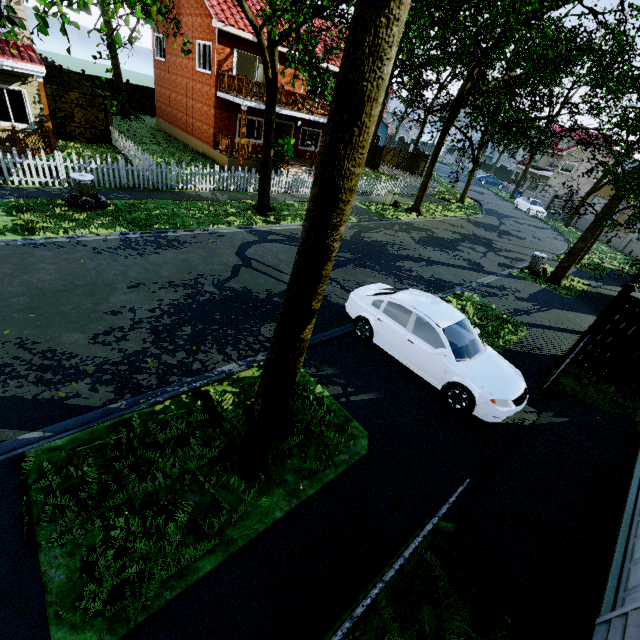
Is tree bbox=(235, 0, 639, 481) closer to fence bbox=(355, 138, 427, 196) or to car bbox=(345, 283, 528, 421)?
fence bbox=(355, 138, 427, 196)

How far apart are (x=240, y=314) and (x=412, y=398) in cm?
459

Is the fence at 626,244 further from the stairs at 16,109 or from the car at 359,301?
the stairs at 16,109

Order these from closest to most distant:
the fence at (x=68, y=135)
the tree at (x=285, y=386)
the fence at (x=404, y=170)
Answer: the tree at (x=285, y=386)
the fence at (x=68, y=135)
the fence at (x=404, y=170)

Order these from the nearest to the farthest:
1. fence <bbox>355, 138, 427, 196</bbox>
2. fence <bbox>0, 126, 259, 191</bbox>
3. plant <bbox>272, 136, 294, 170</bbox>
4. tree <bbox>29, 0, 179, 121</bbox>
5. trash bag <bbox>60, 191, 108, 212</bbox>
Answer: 1. tree <bbox>29, 0, 179, 121</bbox>
2. trash bag <bbox>60, 191, 108, 212</bbox>
3. fence <bbox>0, 126, 259, 191</bbox>
4. plant <bbox>272, 136, 294, 170</bbox>
5. fence <bbox>355, 138, 427, 196</bbox>

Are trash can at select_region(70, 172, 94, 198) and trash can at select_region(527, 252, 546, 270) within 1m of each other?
no

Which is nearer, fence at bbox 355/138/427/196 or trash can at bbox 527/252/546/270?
trash can at bbox 527/252/546/270

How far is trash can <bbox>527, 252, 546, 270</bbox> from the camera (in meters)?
16.42
